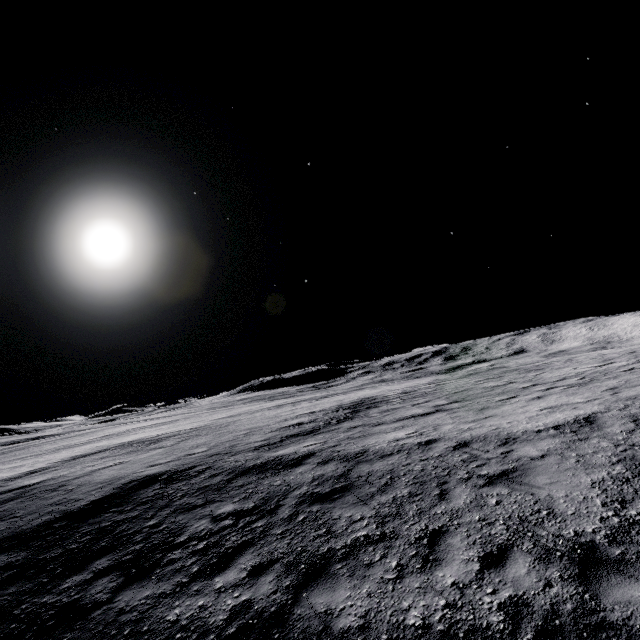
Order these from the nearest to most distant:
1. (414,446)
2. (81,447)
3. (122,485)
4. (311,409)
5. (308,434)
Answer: (414,446), (122,485), (308,434), (311,409), (81,447)
